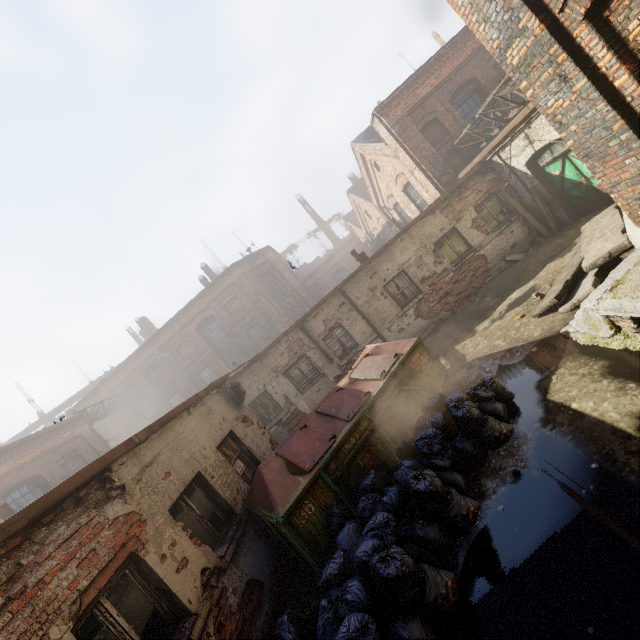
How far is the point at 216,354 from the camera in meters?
25.4 m

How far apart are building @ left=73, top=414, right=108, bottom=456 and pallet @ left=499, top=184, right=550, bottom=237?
23.13m

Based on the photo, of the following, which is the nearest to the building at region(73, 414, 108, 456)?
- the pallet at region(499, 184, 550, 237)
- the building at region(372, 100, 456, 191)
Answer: the building at region(372, 100, 456, 191)

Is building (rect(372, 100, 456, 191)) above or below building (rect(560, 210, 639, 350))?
above

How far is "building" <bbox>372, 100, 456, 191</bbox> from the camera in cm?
1369

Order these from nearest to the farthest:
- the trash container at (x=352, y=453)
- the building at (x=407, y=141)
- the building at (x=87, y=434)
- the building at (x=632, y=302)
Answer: the building at (x=632, y=302) < the trash container at (x=352, y=453) < the building at (x=407, y=141) < the building at (x=87, y=434)

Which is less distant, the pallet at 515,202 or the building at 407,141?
the pallet at 515,202

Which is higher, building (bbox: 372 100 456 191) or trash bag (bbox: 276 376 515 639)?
building (bbox: 372 100 456 191)
